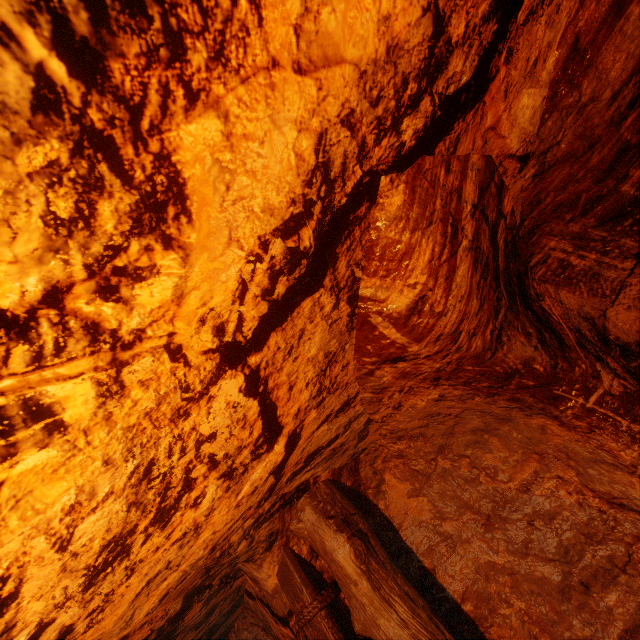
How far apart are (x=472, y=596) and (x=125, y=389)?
2.40m
